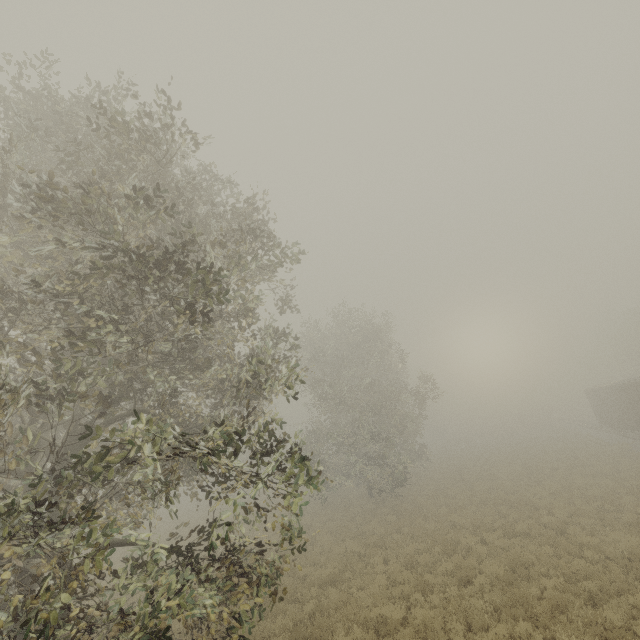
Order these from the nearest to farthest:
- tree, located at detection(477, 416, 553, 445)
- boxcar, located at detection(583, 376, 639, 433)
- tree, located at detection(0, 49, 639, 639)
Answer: tree, located at detection(0, 49, 639, 639)
boxcar, located at detection(583, 376, 639, 433)
tree, located at detection(477, 416, 553, 445)

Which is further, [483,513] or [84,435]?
[483,513]

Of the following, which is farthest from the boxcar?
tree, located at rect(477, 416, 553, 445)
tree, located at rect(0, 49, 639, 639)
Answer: tree, located at rect(477, 416, 553, 445)

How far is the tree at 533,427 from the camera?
49.9m

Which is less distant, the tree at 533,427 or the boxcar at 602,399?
the boxcar at 602,399

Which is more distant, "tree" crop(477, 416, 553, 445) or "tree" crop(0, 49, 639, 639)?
"tree" crop(477, 416, 553, 445)

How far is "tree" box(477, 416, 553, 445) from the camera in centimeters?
4988cm
